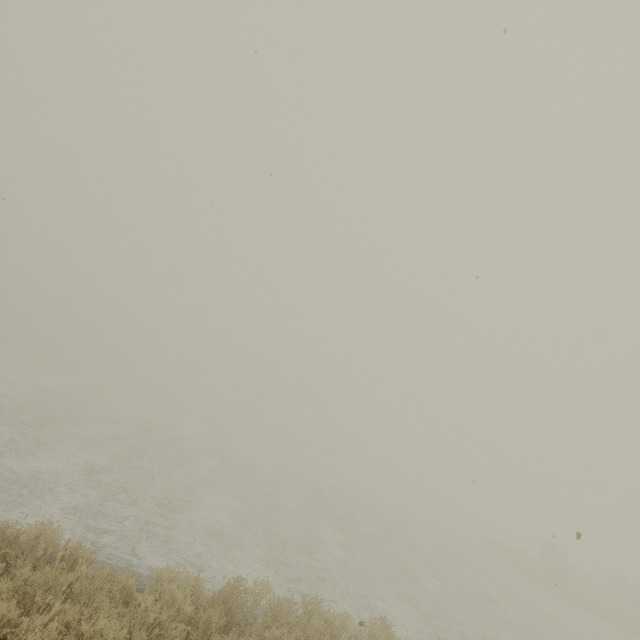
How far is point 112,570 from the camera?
5.1m
